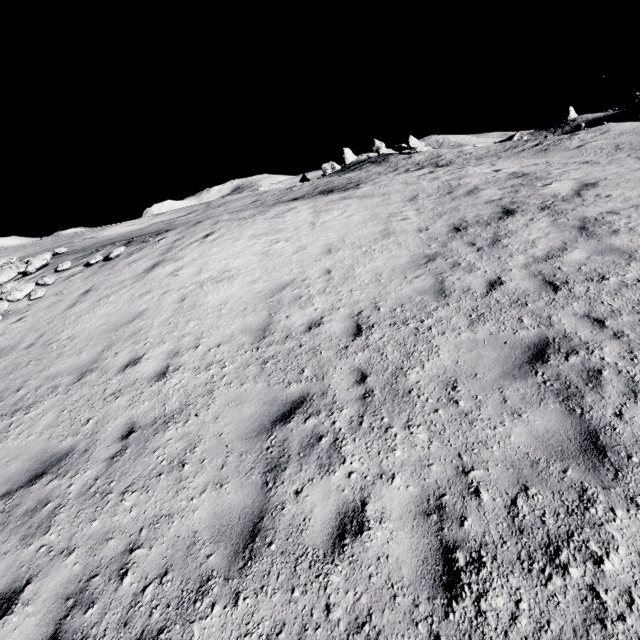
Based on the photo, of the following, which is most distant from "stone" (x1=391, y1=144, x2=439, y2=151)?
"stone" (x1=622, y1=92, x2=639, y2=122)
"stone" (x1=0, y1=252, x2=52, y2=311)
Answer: "stone" (x1=0, y1=252, x2=52, y2=311)

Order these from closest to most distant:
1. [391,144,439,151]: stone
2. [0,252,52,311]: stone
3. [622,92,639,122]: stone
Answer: [0,252,52,311]: stone → [391,144,439,151]: stone → [622,92,639,122]: stone

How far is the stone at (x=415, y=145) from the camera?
36.0 meters

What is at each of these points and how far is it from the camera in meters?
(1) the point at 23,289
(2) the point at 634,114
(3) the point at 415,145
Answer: (1) stone, 11.4
(2) stone, 46.7
(3) stone, 38.4

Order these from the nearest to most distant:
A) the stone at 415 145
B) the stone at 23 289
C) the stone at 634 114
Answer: the stone at 23 289, the stone at 415 145, the stone at 634 114

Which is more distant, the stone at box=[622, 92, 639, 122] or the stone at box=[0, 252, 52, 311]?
the stone at box=[622, 92, 639, 122]

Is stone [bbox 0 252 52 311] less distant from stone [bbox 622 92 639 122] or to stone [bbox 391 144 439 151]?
stone [bbox 391 144 439 151]
